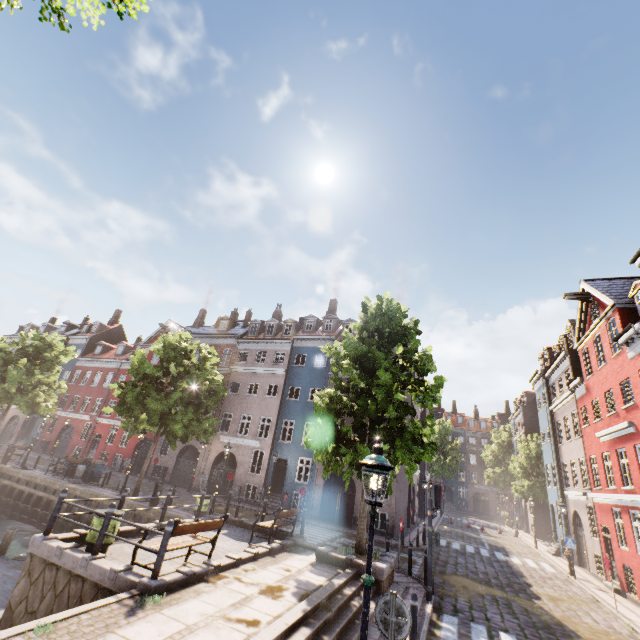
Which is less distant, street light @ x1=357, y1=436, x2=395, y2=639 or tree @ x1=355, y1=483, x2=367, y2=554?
street light @ x1=357, y1=436, x2=395, y2=639

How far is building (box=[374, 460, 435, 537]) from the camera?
21.19m

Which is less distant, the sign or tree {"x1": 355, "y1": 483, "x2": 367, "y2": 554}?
the sign

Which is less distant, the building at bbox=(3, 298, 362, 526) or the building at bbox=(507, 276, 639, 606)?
the building at bbox=(507, 276, 639, 606)

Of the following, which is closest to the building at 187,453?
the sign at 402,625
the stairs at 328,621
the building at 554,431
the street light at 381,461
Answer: the building at 554,431

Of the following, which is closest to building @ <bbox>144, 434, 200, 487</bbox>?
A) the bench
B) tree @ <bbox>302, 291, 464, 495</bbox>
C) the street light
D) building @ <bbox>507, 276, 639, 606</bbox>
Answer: tree @ <bbox>302, 291, 464, 495</bbox>

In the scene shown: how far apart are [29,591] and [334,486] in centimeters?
1842cm

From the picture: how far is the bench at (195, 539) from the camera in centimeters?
791cm
